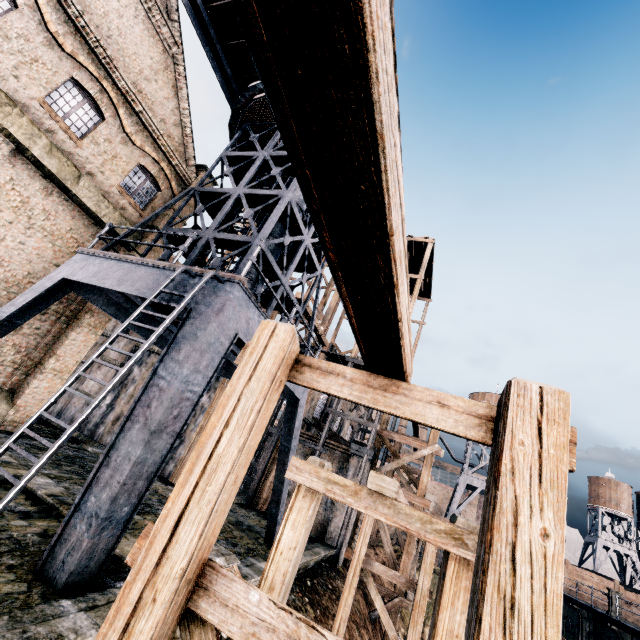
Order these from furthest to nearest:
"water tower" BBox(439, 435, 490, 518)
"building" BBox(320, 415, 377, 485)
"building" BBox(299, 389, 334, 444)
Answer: "water tower" BBox(439, 435, 490, 518) → "building" BBox(299, 389, 334, 444) → "building" BBox(320, 415, 377, 485)

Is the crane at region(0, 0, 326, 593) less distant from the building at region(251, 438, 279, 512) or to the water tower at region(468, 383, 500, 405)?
the building at region(251, 438, 279, 512)

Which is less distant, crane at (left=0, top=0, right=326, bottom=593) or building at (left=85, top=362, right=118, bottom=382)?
crane at (left=0, top=0, right=326, bottom=593)

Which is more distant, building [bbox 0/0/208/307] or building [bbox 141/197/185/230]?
building [bbox 141/197/185/230]

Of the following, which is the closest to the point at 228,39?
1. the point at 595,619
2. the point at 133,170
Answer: the point at 133,170

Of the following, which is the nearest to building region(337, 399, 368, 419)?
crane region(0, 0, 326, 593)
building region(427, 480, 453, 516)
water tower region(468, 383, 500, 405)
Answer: crane region(0, 0, 326, 593)

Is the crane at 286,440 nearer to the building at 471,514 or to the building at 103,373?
the building at 103,373

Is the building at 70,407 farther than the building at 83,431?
Yes
